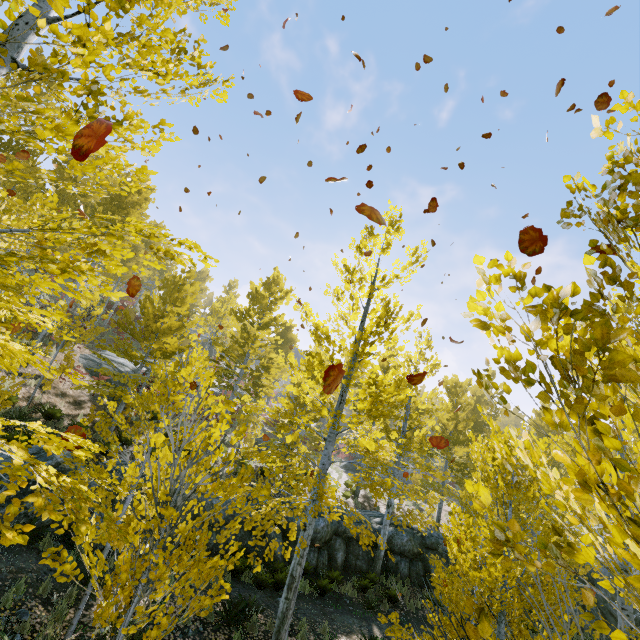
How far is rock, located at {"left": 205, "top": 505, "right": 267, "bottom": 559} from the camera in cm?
1083

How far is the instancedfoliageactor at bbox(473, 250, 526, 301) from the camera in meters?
1.3 m

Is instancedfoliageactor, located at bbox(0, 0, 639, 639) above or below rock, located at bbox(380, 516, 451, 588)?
above

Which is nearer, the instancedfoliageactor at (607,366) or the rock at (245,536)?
the instancedfoliageactor at (607,366)

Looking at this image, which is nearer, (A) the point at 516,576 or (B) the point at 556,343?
(B) the point at 556,343

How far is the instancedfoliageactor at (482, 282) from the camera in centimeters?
133cm
